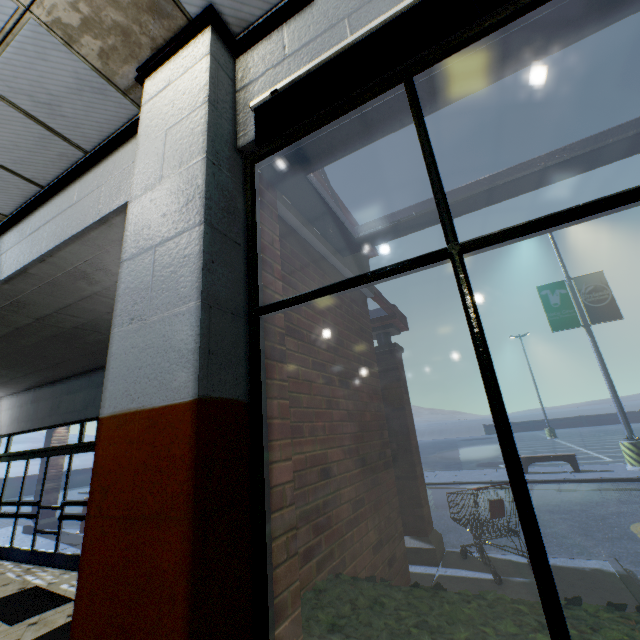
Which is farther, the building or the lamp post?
the lamp post

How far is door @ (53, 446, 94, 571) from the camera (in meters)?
6.40

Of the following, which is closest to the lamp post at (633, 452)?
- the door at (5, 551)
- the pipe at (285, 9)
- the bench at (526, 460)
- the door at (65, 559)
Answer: the bench at (526, 460)

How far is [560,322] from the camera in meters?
12.9

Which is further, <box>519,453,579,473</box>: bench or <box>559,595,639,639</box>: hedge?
<box>519,453,579,473</box>: bench

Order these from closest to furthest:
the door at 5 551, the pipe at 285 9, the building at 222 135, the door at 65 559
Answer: the building at 222 135 → the pipe at 285 9 → the door at 65 559 → the door at 5 551

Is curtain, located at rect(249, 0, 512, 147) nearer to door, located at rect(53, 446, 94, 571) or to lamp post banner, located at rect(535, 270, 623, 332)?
door, located at rect(53, 446, 94, 571)

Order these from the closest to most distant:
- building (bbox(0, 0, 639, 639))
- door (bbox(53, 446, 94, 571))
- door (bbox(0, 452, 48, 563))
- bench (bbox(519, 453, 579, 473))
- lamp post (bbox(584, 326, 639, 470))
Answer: building (bbox(0, 0, 639, 639)) → door (bbox(53, 446, 94, 571)) → door (bbox(0, 452, 48, 563)) → lamp post (bbox(584, 326, 639, 470)) → bench (bbox(519, 453, 579, 473))
